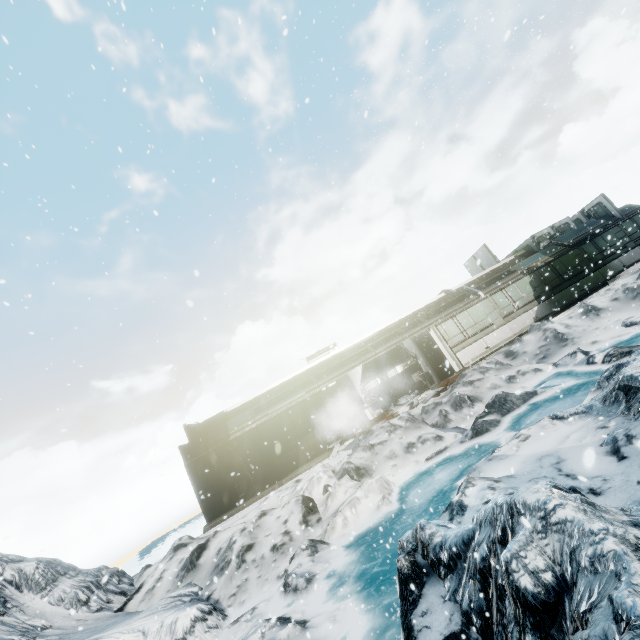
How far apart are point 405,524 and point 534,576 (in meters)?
5.50
